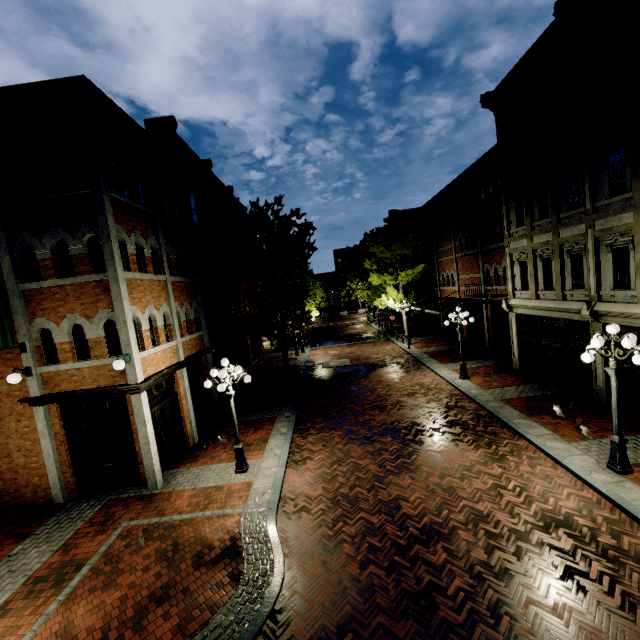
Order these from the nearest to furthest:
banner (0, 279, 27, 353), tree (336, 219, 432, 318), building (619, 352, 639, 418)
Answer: banner (0, 279, 27, 353) → building (619, 352, 639, 418) → tree (336, 219, 432, 318)

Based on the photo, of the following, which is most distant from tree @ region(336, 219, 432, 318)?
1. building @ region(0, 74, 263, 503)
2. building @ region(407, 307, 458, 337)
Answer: building @ region(0, 74, 263, 503)

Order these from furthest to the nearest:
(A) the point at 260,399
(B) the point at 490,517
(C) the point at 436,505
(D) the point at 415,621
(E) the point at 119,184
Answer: (A) the point at 260,399
(E) the point at 119,184
(C) the point at 436,505
(B) the point at 490,517
(D) the point at 415,621

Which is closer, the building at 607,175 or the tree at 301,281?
the building at 607,175

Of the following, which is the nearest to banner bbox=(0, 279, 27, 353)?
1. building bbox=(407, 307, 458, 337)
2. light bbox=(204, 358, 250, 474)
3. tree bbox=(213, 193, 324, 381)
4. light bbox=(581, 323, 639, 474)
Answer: light bbox=(204, 358, 250, 474)

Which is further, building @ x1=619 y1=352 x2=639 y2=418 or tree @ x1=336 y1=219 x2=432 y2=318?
tree @ x1=336 y1=219 x2=432 y2=318

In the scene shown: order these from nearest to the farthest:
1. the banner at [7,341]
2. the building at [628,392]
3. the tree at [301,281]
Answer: the banner at [7,341], the building at [628,392], the tree at [301,281]

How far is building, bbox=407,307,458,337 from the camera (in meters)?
27.77
